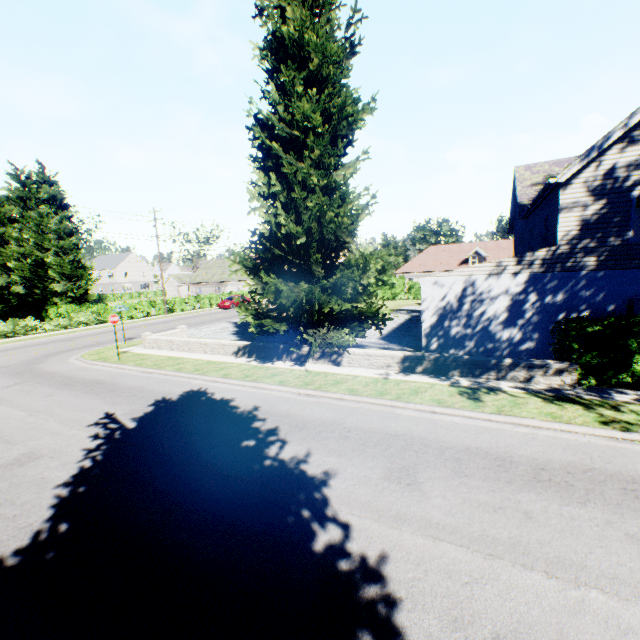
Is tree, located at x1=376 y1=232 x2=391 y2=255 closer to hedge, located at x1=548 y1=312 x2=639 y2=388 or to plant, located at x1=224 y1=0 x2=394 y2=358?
plant, located at x1=224 y1=0 x2=394 y2=358

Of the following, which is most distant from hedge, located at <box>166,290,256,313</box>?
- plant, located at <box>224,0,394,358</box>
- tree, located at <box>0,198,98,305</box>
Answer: plant, located at <box>224,0,394,358</box>

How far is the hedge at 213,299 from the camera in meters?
38.8 m

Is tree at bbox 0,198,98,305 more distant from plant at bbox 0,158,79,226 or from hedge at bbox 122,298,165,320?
plant at bbox 0,158,79,226

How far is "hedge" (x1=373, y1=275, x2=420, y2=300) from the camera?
40.5 meters

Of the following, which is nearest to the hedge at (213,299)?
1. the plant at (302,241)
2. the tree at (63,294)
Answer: the tree at (63,294)

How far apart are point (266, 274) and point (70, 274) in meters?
37.0 m
